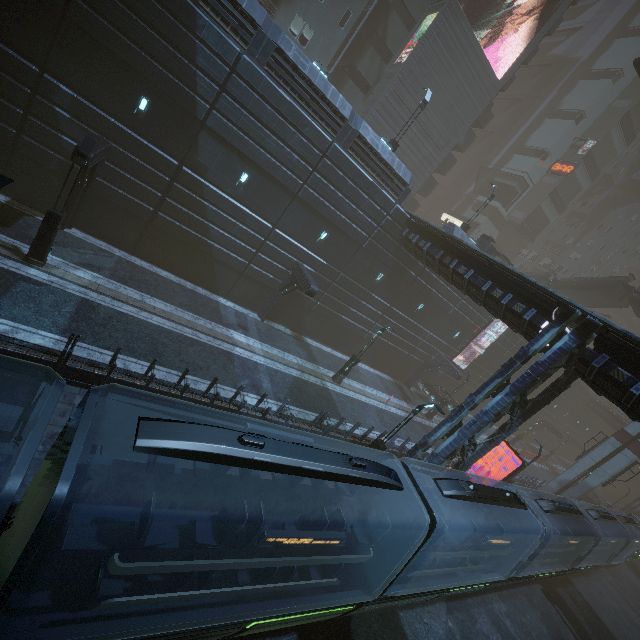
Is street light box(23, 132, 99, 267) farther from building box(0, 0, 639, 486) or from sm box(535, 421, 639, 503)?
sm box(535, 421, 639, 503)

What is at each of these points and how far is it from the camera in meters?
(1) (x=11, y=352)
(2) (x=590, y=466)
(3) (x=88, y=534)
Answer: (1) building, 9.0 m
(2) sm, 28.0 m
(3) train, 4.8 m

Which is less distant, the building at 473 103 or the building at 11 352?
the building at 11 352

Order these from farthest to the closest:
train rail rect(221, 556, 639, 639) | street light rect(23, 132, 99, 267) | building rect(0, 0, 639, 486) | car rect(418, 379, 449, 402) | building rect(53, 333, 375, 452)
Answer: car rect(418, 379, 449, 402) < building rect(0, 0, 639, 486) < street light rect(23, 132, 99, 267) < train rail rect(221, 556, 639, 639) < building rect(53, 333, 375, 452)

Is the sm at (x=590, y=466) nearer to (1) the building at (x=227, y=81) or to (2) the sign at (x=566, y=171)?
(1) the building at (x=227, y=81)

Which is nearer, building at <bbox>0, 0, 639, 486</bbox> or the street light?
the street light

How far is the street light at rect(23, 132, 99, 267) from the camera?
11.8m

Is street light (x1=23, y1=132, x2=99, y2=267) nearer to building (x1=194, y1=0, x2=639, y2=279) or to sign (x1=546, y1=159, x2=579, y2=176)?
building (x1=194, y1=0, x2=639, y2=279)
